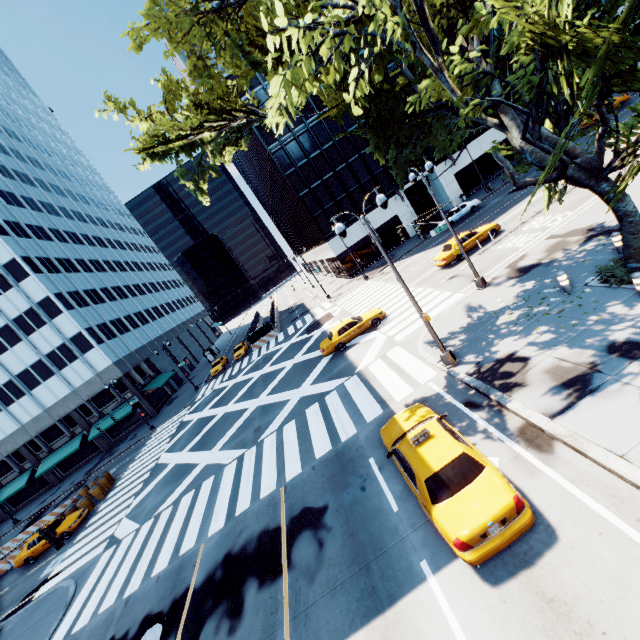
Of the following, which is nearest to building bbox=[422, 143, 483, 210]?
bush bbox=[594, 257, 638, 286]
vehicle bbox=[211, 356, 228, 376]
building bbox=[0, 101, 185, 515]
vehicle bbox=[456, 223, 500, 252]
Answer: vehicle bbox=[456, 223, 500, 252]

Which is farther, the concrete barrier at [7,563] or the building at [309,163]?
the building at [309,163]

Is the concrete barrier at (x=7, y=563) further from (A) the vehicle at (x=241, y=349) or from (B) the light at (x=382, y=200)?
(B) the light at (x=382, y=200)

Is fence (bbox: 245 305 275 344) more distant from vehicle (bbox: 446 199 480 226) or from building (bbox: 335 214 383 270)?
vehicle (bbox: 446 199 480 226)

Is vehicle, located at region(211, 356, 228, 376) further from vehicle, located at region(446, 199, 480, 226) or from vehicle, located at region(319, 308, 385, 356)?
vehicle, located at region(446, 199, 480, 226)

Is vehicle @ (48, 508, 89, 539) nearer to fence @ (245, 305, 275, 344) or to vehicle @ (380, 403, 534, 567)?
fence @ (245, 305, 275, 344)

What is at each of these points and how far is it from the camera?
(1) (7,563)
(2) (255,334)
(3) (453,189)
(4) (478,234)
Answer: (1) concrete barrier, 24.9m
(2) fence, 42.1m
(3) building, 44.4m
(4) vehicle, 23.7m

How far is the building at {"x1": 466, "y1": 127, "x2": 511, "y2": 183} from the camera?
43.8m
